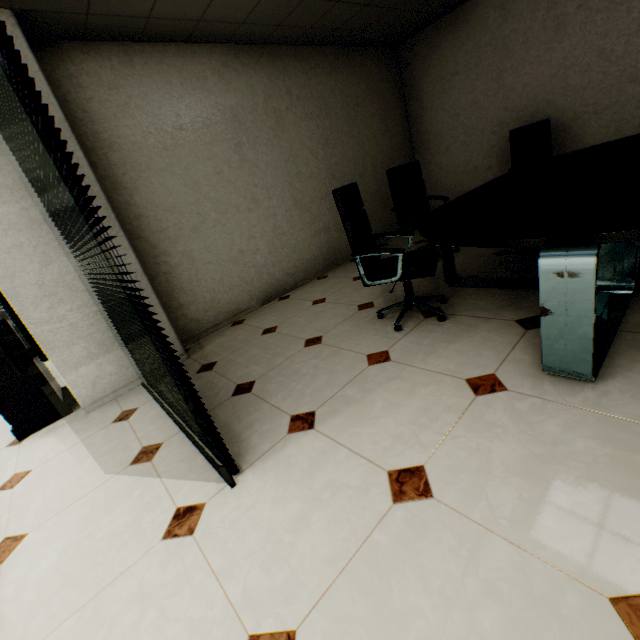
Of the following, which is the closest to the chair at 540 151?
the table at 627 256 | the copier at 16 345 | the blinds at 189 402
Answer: the table at 627 256

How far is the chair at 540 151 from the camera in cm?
418

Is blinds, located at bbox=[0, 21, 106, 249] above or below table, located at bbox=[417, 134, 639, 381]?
above

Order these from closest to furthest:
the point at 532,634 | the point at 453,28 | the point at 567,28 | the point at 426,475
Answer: the point at 532,634 → the point at 426,475 → the point at 567,28 → the point at 453,28

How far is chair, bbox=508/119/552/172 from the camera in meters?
4.2 m

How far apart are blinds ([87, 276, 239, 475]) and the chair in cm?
455

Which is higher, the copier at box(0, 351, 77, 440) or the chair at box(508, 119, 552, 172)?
the chair at box(508, 119, 552, 172)

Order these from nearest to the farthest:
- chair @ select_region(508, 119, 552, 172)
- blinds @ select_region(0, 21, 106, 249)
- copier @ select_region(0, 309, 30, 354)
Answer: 1. blinds @ select_region(0, 21, 106, 249)
2. copier @ select_region(0, 309, 30, 354)
3. chair @ select_region(508, 119, 552, 172)
